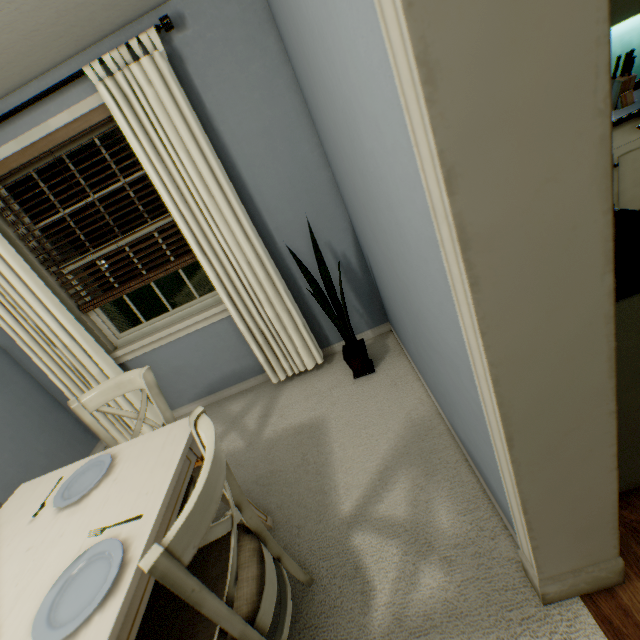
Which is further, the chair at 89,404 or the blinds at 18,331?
the blinds at 18,331

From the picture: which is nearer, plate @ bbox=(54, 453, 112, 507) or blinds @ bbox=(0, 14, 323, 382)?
plate @ bbox=(54, 453, 112, 507)

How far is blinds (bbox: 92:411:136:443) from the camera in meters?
2.7

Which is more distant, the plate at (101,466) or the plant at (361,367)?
the plant at (361,367)

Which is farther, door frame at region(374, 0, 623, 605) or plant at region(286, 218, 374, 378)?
plant at region(286, 218, 374, 378)

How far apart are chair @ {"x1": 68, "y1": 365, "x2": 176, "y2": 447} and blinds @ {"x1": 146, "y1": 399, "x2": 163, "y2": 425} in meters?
0.9

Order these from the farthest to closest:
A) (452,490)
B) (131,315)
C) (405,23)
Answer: (131,315)
(452,490)
(405,23)

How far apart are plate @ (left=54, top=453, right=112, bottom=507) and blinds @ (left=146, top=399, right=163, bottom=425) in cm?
120
